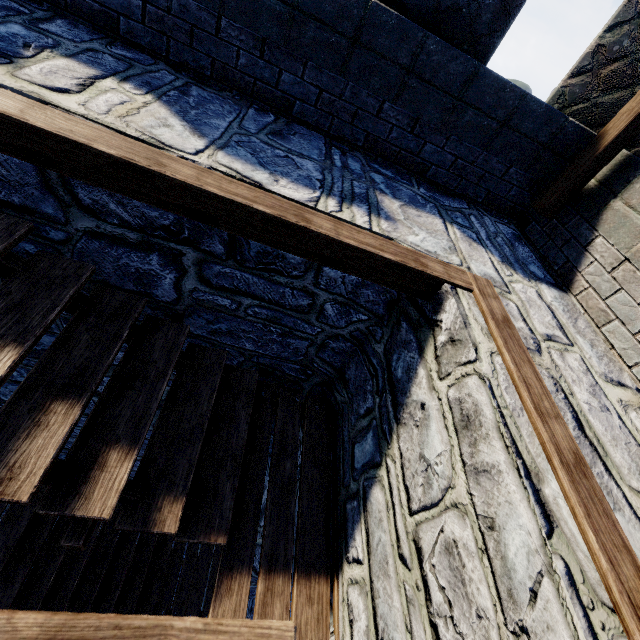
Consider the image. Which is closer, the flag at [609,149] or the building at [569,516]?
the building at [569,516]

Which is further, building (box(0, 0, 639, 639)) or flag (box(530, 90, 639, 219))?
flag (box(530, 90, 639, 219))

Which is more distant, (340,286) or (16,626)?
(340,286)
